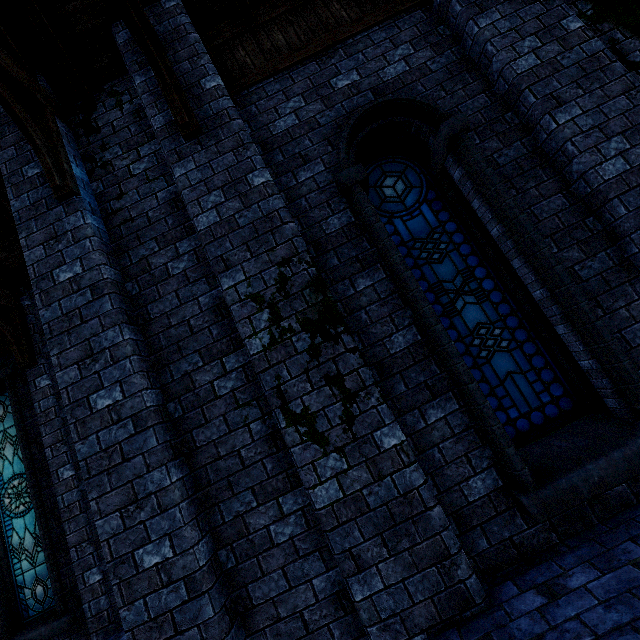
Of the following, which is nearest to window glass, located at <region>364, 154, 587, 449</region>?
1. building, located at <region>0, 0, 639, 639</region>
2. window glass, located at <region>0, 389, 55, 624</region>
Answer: building, located at <region>0, 0, 639, 639</region>

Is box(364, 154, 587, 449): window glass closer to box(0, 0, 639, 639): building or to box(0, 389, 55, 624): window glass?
box(0, 0, 639, 639): building

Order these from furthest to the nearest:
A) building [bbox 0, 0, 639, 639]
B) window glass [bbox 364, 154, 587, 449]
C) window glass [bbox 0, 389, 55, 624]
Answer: window glass [bbox 0, 389, 55, 624], window glass [bbox 364, 154, 587, 449], building [bbox 0, 0, 639, 639]

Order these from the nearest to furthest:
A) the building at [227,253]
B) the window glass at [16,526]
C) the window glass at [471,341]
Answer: the building at [227,253] → the window glass at [471,341] → the window glass at [16,526]

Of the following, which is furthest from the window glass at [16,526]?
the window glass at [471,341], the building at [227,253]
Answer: the window glass at [471,341]

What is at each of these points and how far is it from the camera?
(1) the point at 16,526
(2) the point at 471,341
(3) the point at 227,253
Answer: (1) window glass, 6.68m
(2) window glass, 3.64m
(3) building, 3.36m

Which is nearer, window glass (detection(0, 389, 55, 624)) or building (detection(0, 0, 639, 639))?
building (detection(0, 0, 639, 639))
